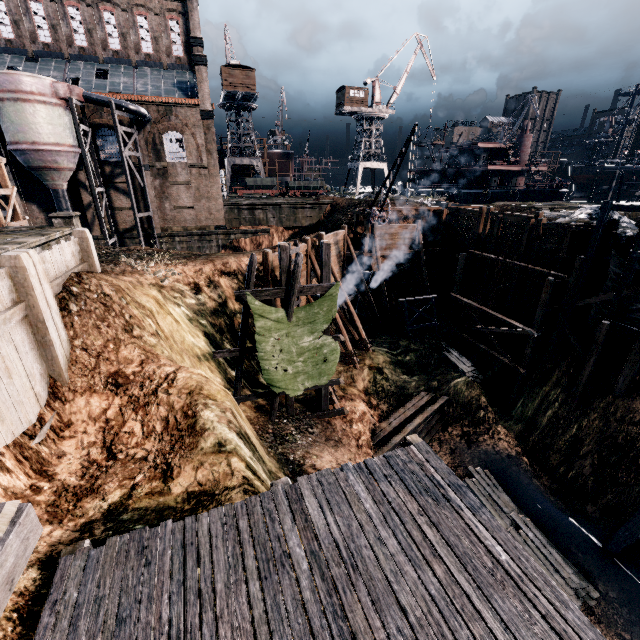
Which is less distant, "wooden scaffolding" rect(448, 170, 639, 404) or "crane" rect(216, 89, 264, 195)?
"wooden scaffolding" rect(448, 170, 639, 404)

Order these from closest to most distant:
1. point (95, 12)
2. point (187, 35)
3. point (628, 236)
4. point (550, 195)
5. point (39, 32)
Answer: point (628, 236), point (39, 32), point (95, 12), point (187, 35), point (550, 195)

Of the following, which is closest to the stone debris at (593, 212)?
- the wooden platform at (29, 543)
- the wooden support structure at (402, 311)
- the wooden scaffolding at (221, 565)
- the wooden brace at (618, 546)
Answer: the wooden brace at (618, 546)

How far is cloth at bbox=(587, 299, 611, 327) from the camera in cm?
1908

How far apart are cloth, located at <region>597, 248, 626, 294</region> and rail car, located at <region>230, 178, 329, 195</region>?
43.39m

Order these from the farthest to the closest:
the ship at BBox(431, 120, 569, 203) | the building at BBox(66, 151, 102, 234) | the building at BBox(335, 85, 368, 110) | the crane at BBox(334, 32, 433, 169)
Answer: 1. the crane at BBox(334, 32, 433, 169)
2. the building at BBox(335, 85, 368, 110)
3. the ship at BBox(431, 120, 569, 203)
4. the building at BBox(66, 151, 102, 234)

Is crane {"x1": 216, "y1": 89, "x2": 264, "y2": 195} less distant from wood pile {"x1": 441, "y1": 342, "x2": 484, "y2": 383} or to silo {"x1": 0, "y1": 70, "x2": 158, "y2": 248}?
silo {"x1": 0, "y1": 70, "x2": 158, "y2": 248}

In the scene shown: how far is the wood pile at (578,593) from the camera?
13.47m
